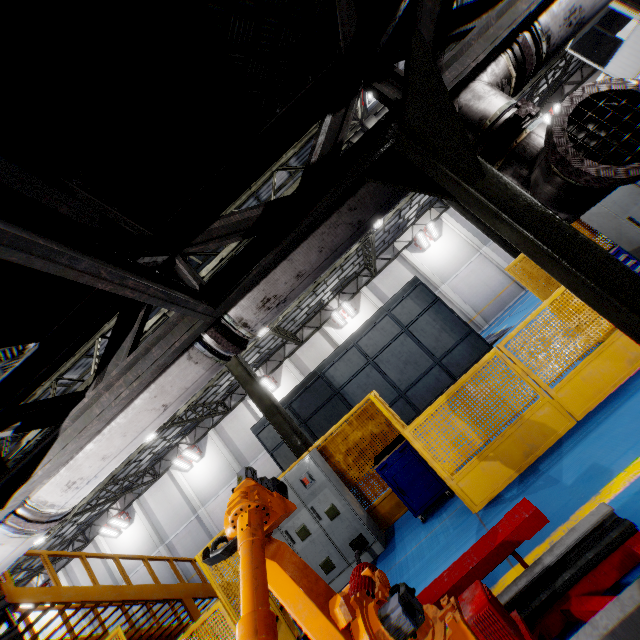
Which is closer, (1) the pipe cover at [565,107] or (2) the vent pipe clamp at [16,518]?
→ (1) the pipe cover at [565,107]

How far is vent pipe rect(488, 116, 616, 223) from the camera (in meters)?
1.92

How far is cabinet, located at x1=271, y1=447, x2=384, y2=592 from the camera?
6.0 meters

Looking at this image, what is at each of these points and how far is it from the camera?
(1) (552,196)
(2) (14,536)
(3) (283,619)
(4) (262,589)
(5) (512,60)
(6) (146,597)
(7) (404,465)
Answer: (1) vent pipe, 2.0 meters
(2) vent pipe, 2.4 meters
(3) metal panel, 5.8 meters
(4) robot arm, 1.6 meters
(5) vent pipe, 2.3 meters
(6) metal stair, 8.7 meters
(7) toolbox, 5.9 meters

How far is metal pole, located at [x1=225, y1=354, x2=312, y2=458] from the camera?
8.2 meters

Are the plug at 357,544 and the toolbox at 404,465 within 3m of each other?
yes

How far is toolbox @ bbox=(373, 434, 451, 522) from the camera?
5.7 meters

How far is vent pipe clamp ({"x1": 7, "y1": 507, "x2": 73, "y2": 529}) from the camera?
2.3 meters
